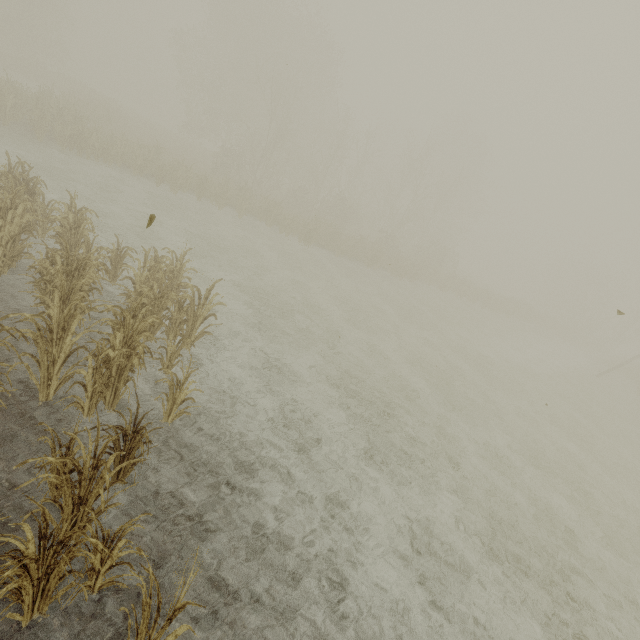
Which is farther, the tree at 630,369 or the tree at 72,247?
the tree at 630,369

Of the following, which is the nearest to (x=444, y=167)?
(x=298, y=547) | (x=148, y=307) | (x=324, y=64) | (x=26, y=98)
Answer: (x=324, y=64)

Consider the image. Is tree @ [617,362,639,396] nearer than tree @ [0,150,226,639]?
No
